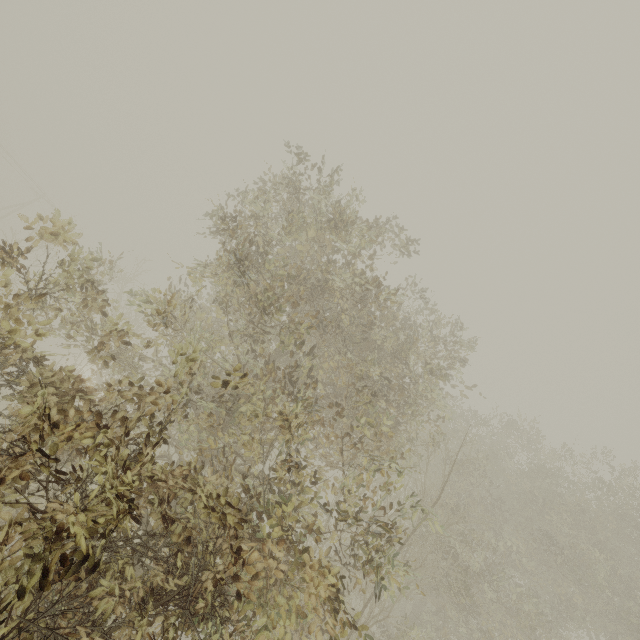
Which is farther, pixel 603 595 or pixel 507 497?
pixel 507 497
